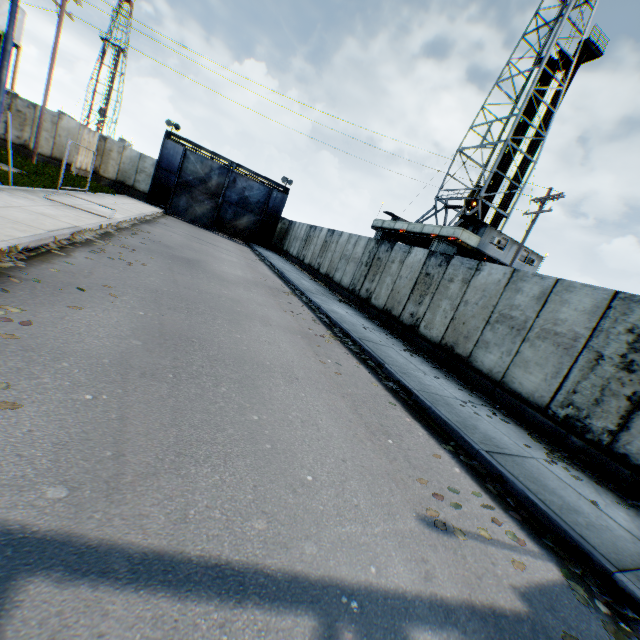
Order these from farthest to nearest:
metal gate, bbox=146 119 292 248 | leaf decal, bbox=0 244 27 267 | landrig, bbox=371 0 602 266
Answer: metal gate, bbox=146 119 292 248 < landrig, bbox=371 0 602 266 < leaf decal, bbox=0 244 27 267

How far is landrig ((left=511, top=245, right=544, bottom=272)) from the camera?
25.2 meters

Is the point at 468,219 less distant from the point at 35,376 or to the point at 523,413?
the point at 523,413

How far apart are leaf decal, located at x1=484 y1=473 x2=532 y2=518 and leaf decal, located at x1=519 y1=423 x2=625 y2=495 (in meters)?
1.89

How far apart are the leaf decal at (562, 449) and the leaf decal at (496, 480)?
1.9m

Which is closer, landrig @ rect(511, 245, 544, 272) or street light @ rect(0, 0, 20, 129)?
street light @ rect(0, 0, 20, 129)

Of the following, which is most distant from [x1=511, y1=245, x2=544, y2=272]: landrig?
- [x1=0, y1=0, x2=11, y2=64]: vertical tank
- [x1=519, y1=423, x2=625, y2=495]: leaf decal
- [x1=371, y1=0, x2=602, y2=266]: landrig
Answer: [x1=0, y1=0, x2=11, y2=64]: vertical tank

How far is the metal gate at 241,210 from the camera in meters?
26.9 m
